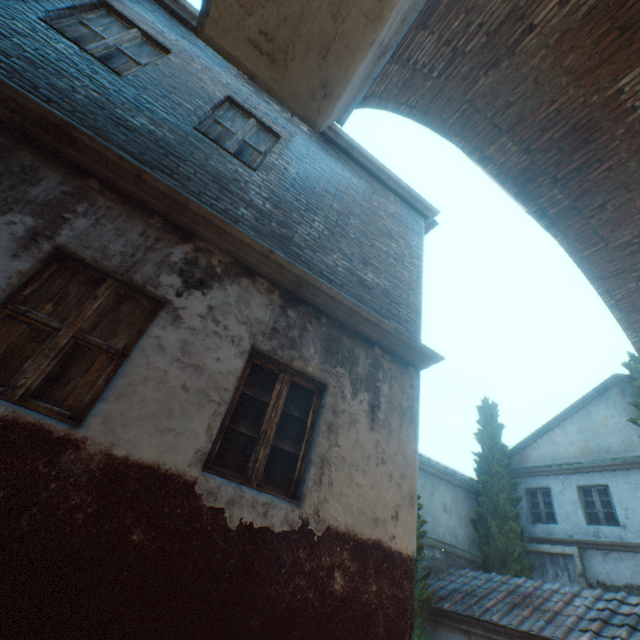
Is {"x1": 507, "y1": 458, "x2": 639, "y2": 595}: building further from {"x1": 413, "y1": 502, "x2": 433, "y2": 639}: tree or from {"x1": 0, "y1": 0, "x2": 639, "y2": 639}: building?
{"x1": 0, "y1": 0, "x2": 639, "y2": 639}: building

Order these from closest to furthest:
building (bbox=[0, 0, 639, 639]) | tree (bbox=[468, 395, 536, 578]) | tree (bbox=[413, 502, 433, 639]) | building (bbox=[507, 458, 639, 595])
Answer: building (bbox=[0, 0, 639, 639]), tree (bbox=[413, 502, 433, 639]), building (bbox=[507, 458, 639, 595]), tree (bbox=[468, 395, 536, 578])

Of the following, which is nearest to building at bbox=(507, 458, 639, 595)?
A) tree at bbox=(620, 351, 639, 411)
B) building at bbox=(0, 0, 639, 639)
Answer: tree at bbox=(620, 351, 639, 411)

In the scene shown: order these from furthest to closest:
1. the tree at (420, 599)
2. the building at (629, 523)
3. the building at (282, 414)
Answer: the building at (629, 523) → the tree at (420, 599) → the building at (282, 414)

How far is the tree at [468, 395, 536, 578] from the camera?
12.1 meters

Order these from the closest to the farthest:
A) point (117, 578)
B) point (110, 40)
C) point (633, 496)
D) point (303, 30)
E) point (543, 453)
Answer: point (303, 30), point (117, 578), point (110, 40), point (633, 496), point (543, 453)

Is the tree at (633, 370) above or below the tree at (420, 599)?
above
